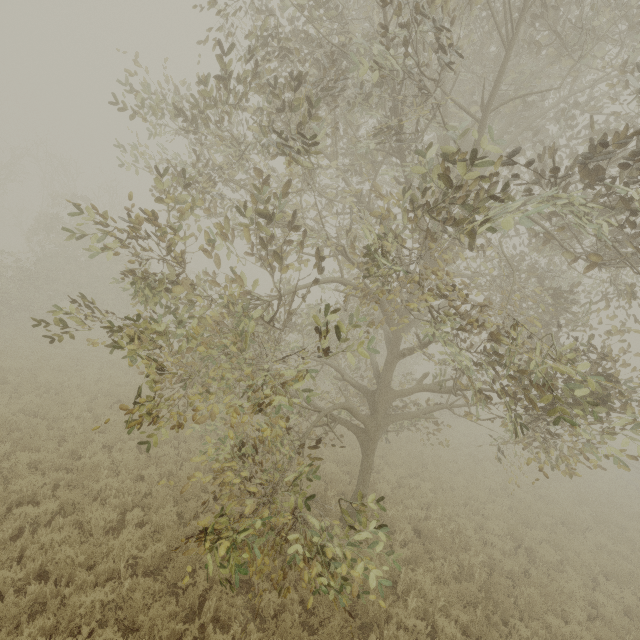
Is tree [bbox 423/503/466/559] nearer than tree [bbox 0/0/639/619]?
No

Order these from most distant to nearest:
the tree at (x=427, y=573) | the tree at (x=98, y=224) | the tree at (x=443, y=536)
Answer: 1. the tree at (x=443, y=536)
2. the tree at (x=427, y=573)
3. the tree at (x=98, y=224)

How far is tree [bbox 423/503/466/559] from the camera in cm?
922

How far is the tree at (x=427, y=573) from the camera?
7.1m

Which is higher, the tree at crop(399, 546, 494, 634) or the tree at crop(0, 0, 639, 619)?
the tree at crop(0, 0, 639, 619)

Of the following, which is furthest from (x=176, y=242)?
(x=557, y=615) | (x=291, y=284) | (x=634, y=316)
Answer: (x=557, y=615)
